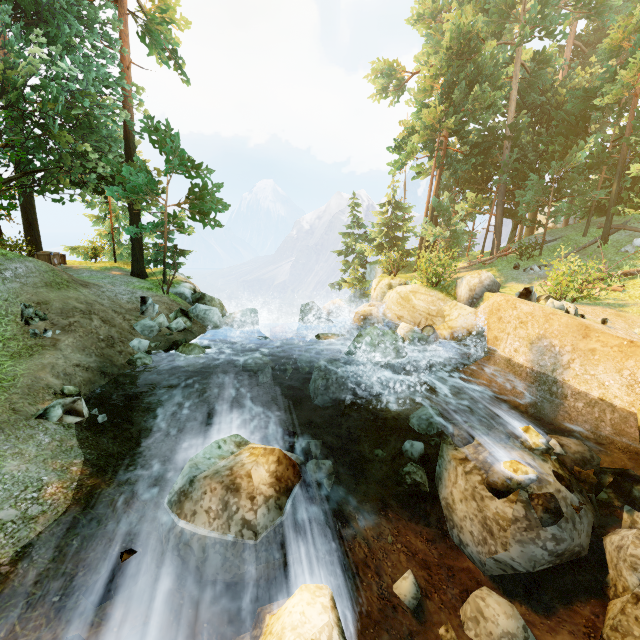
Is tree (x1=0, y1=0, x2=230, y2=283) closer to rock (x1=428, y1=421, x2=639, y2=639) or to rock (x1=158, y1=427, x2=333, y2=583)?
rock (x1=158, y1=427, x2=333, y2=583)

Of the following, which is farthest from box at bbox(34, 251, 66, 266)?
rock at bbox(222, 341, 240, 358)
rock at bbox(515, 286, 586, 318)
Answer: rock at bbox(515, 286, 586, 318)

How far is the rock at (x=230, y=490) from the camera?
4.45m

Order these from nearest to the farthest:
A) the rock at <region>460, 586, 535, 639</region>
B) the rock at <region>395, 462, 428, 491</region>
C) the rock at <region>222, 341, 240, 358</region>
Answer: the rock at <region>460, 586, 535, 639</region>, the rock at <region>395, 462, 428, 491</region>, the rock at <region>222, 341, 240, 358</region>

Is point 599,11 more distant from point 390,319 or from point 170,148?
point 170,148

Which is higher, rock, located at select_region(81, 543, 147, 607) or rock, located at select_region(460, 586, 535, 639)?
rock, located at select_region(81, 543, 147, 607)

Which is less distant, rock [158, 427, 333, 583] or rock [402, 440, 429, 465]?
rock [158, 427, 333, 583]

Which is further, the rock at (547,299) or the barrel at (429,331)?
the barrel at (429,331)
